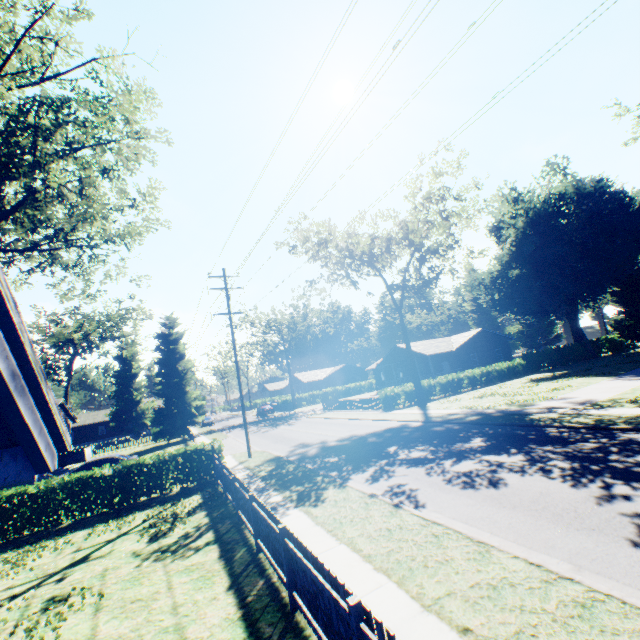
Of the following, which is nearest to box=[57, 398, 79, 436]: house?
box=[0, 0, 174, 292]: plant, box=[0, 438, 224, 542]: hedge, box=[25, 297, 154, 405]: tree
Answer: box=[0, 0, 174, 292]: plant

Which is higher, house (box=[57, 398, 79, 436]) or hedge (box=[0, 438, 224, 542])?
house (box=[57, 398, 79, 436])

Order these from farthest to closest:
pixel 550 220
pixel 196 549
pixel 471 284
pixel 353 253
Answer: pixel 471 284 → pixel 550 220 → pixel 353 253 → pixel 196 549

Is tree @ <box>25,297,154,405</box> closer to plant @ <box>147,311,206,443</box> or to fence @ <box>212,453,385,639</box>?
plant @ <box>147,311,206,443</box>

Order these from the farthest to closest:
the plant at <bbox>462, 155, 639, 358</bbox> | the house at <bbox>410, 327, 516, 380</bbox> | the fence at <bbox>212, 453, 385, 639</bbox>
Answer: the house at <bbox>410, 327, 516, 380</bbox> → the plant at <bbox>462, 155, 639, 358</bbox> → the fence at <bbox>212, 453, 385, 639</bbox>

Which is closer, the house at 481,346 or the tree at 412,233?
the tree at 412,233

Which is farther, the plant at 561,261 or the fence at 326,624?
the plant at 561,261

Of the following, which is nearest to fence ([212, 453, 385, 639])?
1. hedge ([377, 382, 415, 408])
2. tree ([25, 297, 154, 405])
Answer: hedge ([377, 382, 415, 408])
